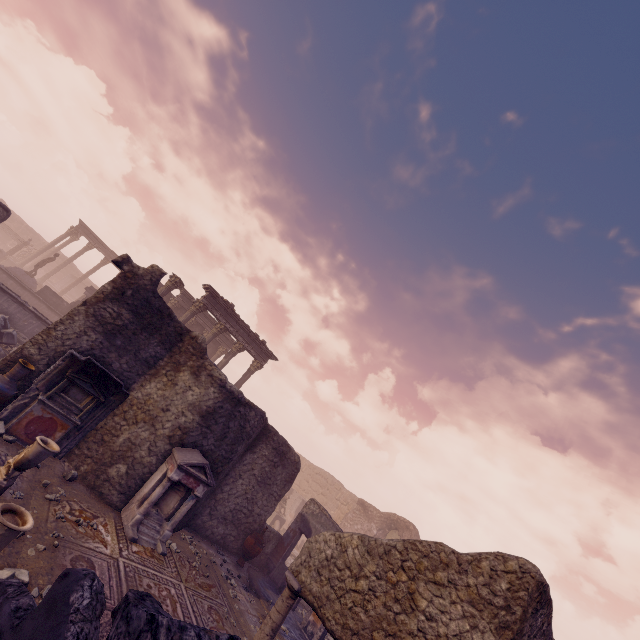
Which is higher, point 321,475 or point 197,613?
point 321,475

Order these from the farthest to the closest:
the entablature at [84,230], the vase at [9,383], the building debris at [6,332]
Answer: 1. the entablature at [84,230]
2. the building debris at [6,332]
3. the vase at [9,383]

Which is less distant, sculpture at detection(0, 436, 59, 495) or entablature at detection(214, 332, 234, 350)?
sculpture at detection(0, 436, 59, 495)

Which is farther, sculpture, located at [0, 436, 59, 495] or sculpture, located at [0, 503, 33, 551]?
sculpture, located at [0, 436, 59, 495]

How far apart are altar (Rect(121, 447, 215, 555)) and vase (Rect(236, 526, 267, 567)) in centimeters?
366cm

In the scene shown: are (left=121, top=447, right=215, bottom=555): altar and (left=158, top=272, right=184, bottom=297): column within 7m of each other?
no

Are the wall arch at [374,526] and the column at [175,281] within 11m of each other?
no

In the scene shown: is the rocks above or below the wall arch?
below
